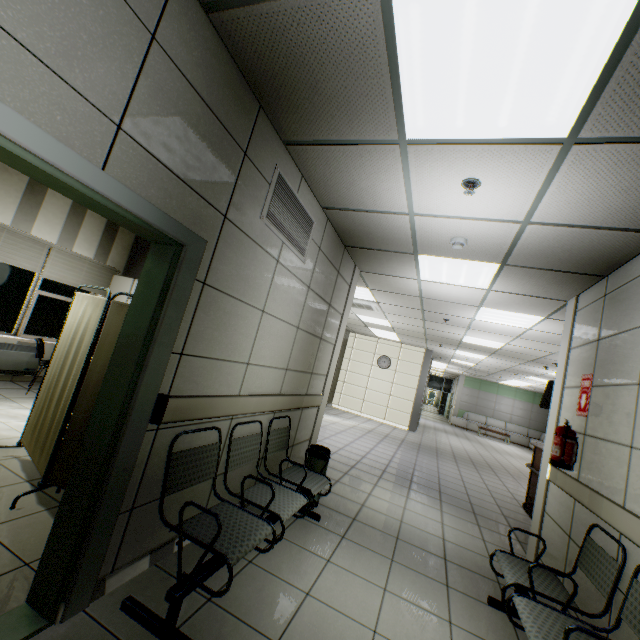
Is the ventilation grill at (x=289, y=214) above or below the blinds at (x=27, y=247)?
above

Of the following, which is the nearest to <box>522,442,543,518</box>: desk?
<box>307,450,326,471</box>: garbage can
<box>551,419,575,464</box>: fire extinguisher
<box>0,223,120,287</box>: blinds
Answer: <box>551,419,575,464</box>: fire extinguisher

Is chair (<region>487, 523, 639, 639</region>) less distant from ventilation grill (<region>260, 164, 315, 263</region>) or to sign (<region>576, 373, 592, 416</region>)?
sign (<region>576, 373, 592, 416</region>)

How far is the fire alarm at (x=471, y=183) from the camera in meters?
2.5 m

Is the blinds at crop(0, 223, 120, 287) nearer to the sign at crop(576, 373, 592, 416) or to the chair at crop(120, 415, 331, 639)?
the chair at crop(120, 415, 331, 639)

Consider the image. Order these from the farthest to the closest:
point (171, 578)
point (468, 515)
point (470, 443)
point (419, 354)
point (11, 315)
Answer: point (470, 443), point (419, 354), point (11, 315), point (468, 515), point (171, 578)

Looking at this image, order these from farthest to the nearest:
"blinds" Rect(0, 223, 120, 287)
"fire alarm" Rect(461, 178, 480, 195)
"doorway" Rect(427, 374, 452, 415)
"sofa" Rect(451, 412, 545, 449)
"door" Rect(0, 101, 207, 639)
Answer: "doorway" Rect(427, 374, 452, 415)
"sofa" Rect(451, 412, 545, 449)
"blinds" Rect(0, 223, 120, 287)
"fire alarm" Rect(461, 178, 480, 195)
"door" Rect(0, 101, 207, 639)

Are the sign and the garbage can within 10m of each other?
yes
